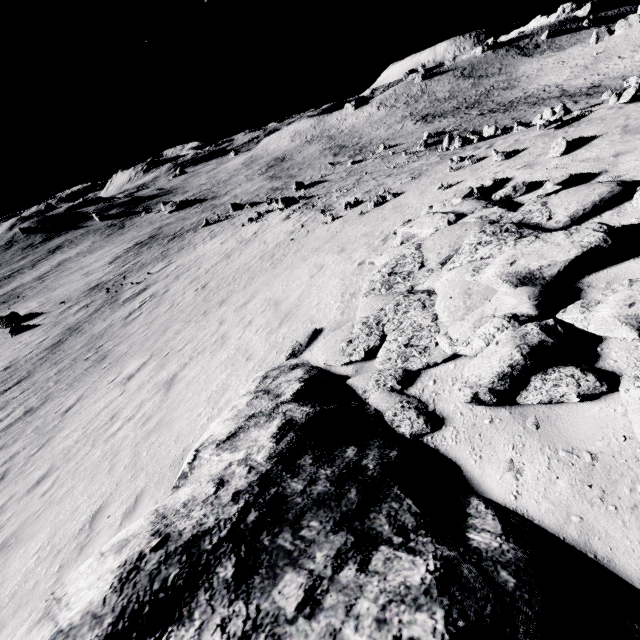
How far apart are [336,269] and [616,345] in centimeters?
762cm

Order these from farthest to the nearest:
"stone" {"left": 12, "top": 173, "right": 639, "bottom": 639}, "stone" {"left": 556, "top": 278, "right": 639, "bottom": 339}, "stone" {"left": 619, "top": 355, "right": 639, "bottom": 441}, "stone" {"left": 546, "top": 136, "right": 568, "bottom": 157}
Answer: "stone" {"left": 546, "top": 136, "right": 568, "bottom": 157}, "stone" {"left": 556, "top": 278, "right": 639, "bottom": 339}, "stone" {"left": 619, "top": 355, "right": 639, "bottom": 441}, "stone" {"left": 12, "top": 173, "right": 639, "bottom": 639}

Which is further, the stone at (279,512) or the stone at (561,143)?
the stone at (561,143)

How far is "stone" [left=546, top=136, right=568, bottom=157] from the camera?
8.1 meters

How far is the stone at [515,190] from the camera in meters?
7.4

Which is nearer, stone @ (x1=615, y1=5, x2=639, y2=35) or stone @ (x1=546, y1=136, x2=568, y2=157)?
stone @ (x1=546, y1=136, x2=568, y2=157)

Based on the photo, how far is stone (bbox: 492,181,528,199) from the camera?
7.4m

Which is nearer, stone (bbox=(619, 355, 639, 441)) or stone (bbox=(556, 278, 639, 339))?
stone (bbox=(619, 355, 639, 441))
